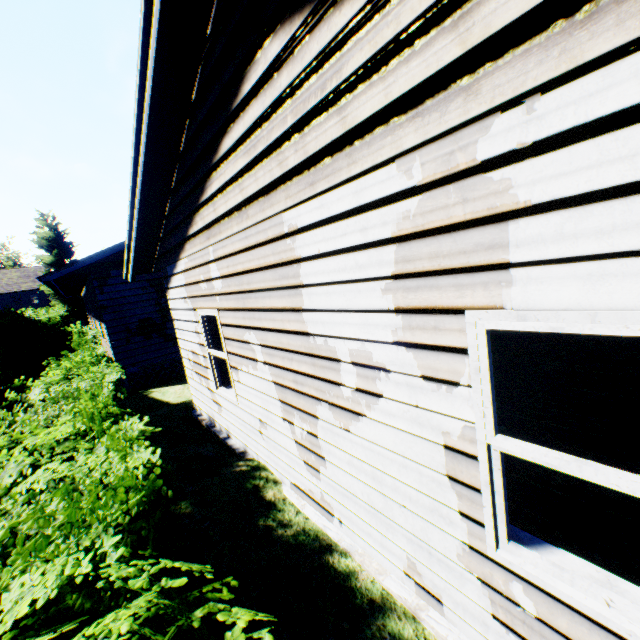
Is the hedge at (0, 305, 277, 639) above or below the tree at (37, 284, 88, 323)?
below

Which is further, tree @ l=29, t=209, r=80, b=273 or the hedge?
tree @ l=29, t=209, r=80, b=273

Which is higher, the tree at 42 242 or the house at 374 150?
the tree at 42 242

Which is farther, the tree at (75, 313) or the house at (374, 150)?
the tree at (75, 313)

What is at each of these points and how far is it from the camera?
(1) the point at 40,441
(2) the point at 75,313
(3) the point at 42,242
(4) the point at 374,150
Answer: (1) hedge, 3.11m
(2) tree, 31.92m
(3) tree, 31.36m
(4) house, 2.04m

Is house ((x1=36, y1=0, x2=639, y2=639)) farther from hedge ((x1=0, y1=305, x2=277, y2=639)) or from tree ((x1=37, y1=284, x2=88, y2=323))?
tree ((x1=37, y1=284, x2=88, y2=323))
